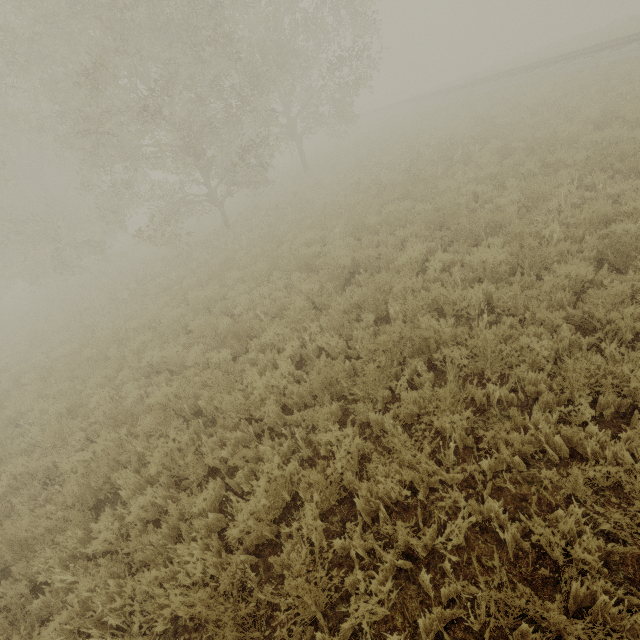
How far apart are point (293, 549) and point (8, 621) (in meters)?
4.10
